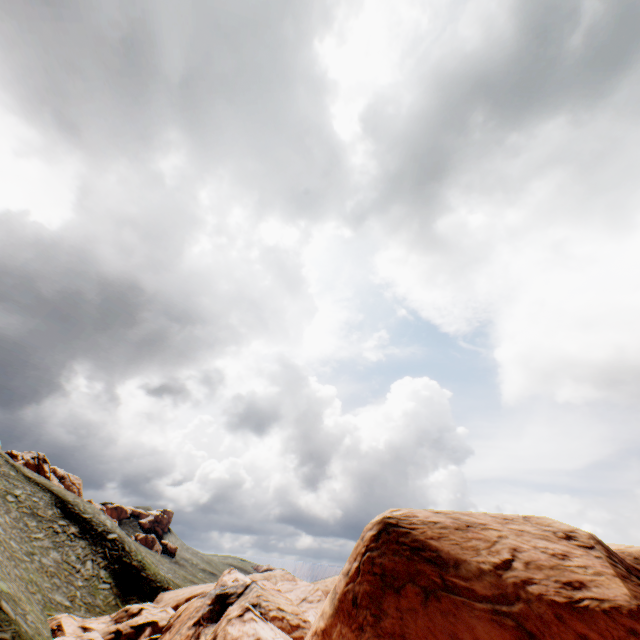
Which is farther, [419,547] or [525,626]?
[419,547]
